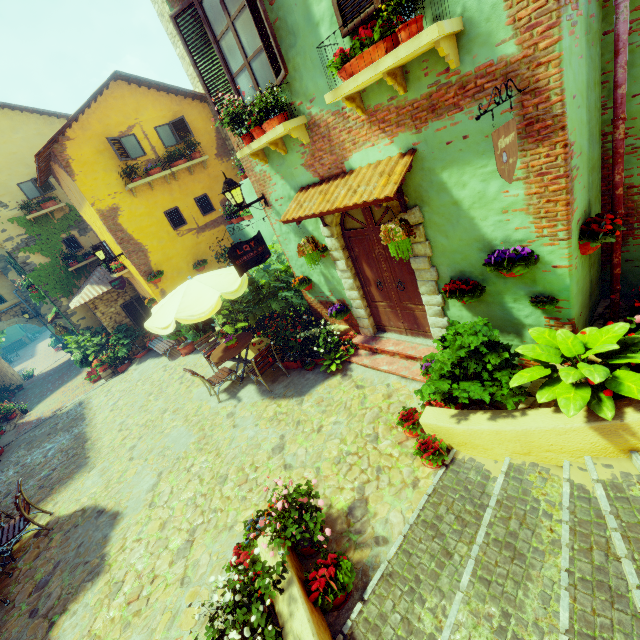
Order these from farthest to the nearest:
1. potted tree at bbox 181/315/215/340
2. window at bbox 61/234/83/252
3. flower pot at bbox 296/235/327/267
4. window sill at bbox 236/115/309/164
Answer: window at bbox 61/234/83/252 → potted tree at bbox 181/315/215/340 → flower pot at bbox 296/235/327/267 → window sill at bbox 236/115/309/164

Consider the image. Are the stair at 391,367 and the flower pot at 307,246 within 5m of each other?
yes

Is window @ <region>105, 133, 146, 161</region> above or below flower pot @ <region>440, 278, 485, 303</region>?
above

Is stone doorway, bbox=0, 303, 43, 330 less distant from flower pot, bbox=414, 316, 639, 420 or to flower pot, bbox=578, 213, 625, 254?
flower pot, bbox=414, 316, 639, 420

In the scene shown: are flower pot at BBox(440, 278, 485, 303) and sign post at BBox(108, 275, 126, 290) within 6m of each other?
no

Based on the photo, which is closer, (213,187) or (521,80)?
(521,80)

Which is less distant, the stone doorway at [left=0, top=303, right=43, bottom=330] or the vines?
the vines

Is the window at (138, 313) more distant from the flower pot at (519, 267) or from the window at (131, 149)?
the flower pot at (519, 267)
